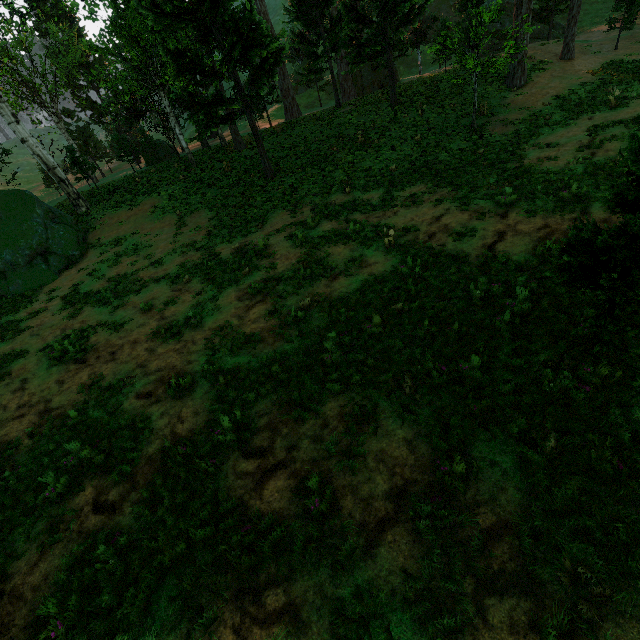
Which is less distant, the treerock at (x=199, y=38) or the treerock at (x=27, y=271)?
the treerock at (x=199, y=38)

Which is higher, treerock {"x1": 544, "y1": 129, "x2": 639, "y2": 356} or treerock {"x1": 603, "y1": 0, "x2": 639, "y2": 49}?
treerock {"x1": 603, "y1": 0, "x2": 639, "y2": 49}

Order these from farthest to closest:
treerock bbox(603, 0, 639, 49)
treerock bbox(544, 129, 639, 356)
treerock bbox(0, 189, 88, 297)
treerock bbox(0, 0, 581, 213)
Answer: treerock bbox(603, 0, 639, 49)
treerock bbox(0, 189, 88, 297)
treerock bbox(0, 0, 581, 213)
treerock bbox(544, 129, 639, 356)

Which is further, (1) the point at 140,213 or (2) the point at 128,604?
(1) the point at 140,213

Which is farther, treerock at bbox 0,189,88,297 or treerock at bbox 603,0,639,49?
treerock at bbox 603,0,639,49
